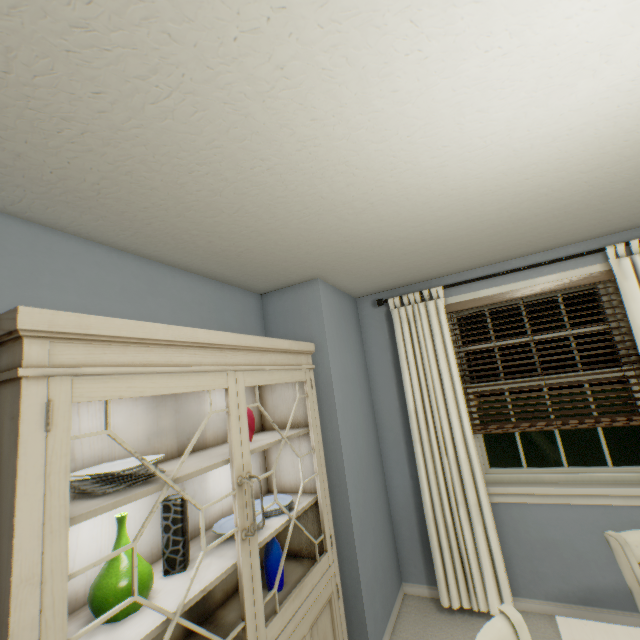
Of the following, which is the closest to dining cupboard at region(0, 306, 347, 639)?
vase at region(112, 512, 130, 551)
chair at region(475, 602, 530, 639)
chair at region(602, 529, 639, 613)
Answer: vase at region(112, 512, 130, 551)

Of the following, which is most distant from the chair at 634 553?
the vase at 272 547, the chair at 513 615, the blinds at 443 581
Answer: the vase at 272 547

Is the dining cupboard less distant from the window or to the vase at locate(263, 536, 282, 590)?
the vase at locate(263, 536, 282, 590)

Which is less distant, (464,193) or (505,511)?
(464,193)

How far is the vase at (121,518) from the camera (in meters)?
1.04

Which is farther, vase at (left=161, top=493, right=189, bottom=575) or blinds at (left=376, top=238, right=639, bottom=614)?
blinds at (left=376, top=238, right=639, bottom=614)

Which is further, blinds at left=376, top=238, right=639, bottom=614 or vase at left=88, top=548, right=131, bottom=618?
blinds at left=376, top=238, right=639, bottom=614

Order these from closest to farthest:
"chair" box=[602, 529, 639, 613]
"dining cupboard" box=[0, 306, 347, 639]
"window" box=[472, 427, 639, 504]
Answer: "dining cupboard" box=[0, 306, 347, 639], "chair" box=[602, 529, 639, 613], "window" box=[472, 427, 639, 504]
